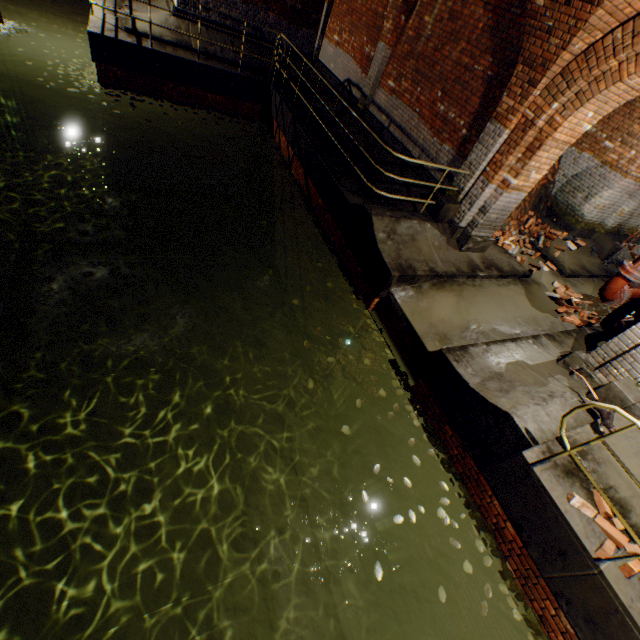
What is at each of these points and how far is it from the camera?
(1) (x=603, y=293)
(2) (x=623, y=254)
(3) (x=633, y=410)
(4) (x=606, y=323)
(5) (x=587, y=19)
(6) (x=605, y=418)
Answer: (1) pipe, 4.94m
(2) building tunnel, 11.20m
(3) support arch, 4.56m
(4) pipe, 6.50m
(5) support arch, 4.48m
(6) rat, 4.34m

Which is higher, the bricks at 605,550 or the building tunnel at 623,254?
the building tunnel at 623,254

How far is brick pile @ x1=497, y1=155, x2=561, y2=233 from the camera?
9.39m

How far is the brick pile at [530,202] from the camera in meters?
9.4 m

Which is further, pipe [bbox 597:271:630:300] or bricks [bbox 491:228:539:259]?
bricks [bbox 491:228:539:259]

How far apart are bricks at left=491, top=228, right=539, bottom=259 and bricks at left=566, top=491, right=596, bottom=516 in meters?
5.7

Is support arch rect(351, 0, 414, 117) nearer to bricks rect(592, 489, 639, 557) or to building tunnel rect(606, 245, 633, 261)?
building tunnel rect(606, 245, 633, 261)

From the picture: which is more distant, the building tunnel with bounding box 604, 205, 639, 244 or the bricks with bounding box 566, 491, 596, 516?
the building tunnel with bounding box 604, 205, 639, 244
